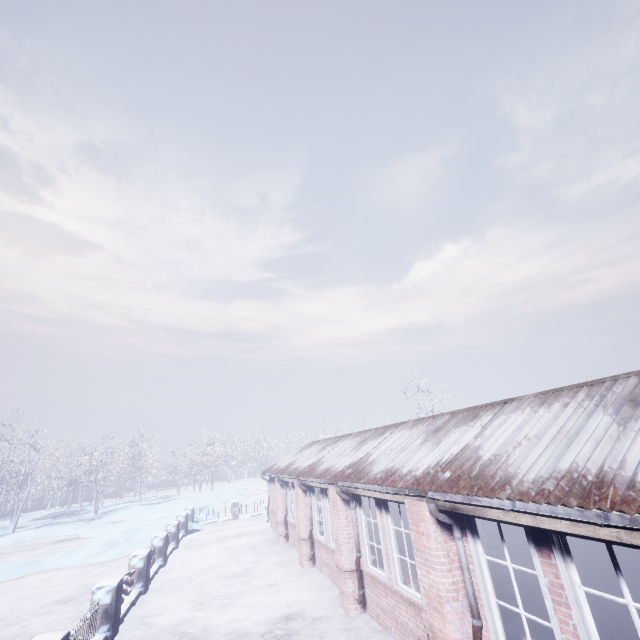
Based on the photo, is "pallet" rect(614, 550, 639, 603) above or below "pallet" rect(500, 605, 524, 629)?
above

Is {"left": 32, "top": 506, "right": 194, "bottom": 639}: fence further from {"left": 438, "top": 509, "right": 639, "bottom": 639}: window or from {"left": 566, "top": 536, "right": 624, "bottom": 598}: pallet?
{"left": 566, "top": 536, "right": 624, "bottom": 598}: pallet

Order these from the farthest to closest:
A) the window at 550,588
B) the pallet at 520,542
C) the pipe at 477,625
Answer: the pallet at 520,542 → the pipe at 477,625 → the window at 550,588

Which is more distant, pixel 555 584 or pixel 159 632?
pixel 159 632

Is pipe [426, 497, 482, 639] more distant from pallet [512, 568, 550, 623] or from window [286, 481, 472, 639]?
pallet [512, 568, 550, 623]

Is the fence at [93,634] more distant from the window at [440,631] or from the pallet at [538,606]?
the pallet at [538,606]

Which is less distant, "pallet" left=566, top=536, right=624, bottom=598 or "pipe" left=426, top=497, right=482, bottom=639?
"pipe" left=426, top=497, right=482, bottom=639
